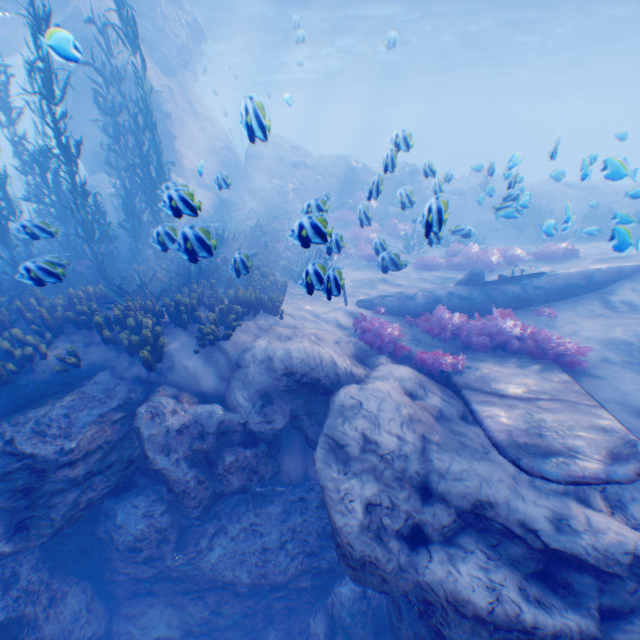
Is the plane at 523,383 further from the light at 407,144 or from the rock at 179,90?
the light at 407,144

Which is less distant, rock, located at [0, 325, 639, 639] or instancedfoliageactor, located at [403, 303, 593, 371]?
rock, located at [0, 325, 639, 639]

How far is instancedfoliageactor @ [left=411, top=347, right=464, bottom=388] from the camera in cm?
666

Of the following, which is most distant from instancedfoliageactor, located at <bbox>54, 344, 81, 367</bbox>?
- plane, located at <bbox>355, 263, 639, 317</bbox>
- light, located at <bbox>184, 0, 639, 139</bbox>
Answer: light, located at <bbox>184, 0, 639, 139</bbox>

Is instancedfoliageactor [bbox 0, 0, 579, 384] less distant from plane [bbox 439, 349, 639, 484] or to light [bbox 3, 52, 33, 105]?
plane [bbox 439, 349, 639, 484]

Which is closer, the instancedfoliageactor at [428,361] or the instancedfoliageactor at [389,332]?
the instancedfoliageactor at [428,361]

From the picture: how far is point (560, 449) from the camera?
4.0 meters

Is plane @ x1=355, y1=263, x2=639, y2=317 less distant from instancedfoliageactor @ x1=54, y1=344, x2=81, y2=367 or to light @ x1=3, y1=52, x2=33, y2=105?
instancedfoliageactor @ x1=54, y1=344, x2=81, y2=367
